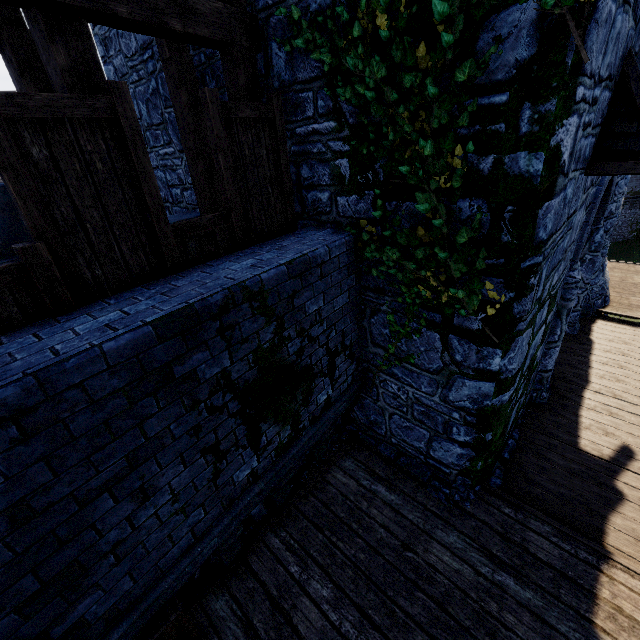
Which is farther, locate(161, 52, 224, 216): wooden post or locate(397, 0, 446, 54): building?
locate(161, 52, 224, 216): wooden post

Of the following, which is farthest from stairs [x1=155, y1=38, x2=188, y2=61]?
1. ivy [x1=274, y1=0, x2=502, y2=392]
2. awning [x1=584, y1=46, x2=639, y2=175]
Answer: awning [x1=584, y1=46, x2=639, y2=175]

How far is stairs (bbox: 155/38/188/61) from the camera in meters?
4.7

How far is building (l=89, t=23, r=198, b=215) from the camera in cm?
632

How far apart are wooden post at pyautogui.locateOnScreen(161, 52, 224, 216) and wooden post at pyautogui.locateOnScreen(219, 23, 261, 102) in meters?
1.1

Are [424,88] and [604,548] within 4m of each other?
no

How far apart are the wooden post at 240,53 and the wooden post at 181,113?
1.1m

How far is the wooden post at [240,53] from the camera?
4.02m
